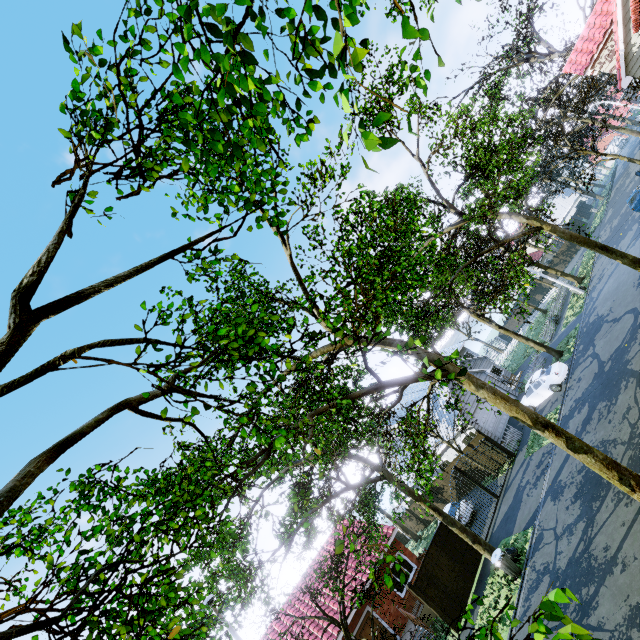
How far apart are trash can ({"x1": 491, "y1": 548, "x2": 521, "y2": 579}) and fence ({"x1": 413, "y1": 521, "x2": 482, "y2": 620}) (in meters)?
3.40

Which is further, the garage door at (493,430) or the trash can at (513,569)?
the garage door at (493,430)

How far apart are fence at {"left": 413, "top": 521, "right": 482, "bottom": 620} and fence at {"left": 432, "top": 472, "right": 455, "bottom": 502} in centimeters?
932cm

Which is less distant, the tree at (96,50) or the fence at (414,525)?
the tree at (96,50)

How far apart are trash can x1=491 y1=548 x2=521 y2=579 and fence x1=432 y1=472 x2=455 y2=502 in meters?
13.0 m

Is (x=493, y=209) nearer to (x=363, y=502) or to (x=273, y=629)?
(x=363, y=502)

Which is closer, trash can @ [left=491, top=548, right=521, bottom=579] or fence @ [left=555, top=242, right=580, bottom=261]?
trash can @ [left=491, top=548, right=521, bottom=579]

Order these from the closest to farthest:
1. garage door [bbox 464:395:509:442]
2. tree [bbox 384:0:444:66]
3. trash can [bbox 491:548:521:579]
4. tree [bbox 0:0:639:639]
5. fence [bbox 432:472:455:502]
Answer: tree [bbox 384:0:444:66] → tree [bbox 0:0:639:639] → trash can [bbox 491:548:521:579] → garage door [bbox 464:395:509:442] → fence [bbox 432:472:455:502]
